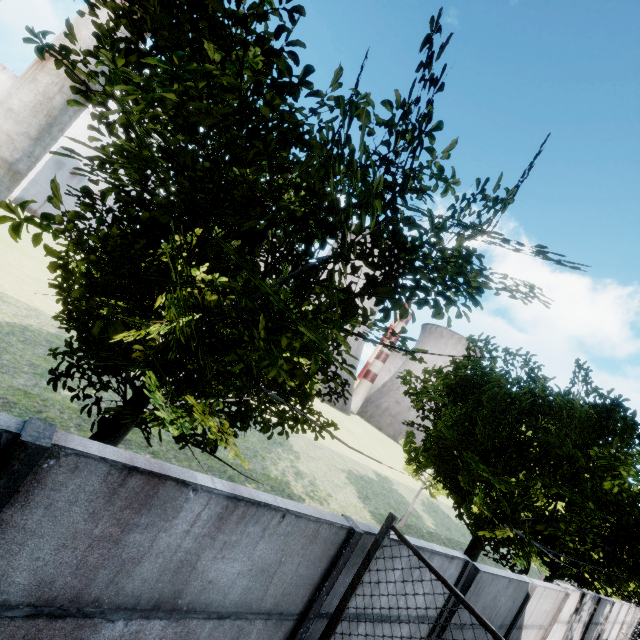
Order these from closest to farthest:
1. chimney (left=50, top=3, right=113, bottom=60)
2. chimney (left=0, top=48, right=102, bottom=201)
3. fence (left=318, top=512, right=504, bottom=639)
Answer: fence (left=318, top=512, right=504, bottom=639)
chimney (left=0, top=48, right=102, bottom=201)
chimney (left=50, top=3, right=113, bottom=60)

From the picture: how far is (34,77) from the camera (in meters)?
32.38

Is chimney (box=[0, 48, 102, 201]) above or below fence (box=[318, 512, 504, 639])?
above

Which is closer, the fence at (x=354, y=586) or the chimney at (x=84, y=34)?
the fence at (x=354, y=586)

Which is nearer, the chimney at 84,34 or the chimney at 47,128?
the chimney at 47,128

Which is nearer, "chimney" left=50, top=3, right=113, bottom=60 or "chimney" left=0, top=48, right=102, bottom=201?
"chimney" left=0, top=48, right=102, bottom=201

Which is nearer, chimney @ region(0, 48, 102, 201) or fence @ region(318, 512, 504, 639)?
fence @ region(318, 512, 504, 639)
